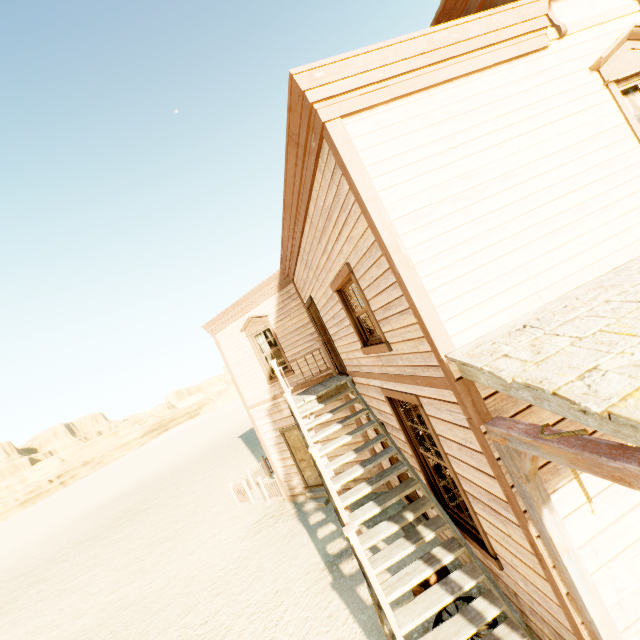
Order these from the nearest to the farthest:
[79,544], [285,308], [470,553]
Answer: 1. [470,553]
2. [285,308]
3. [79,544]

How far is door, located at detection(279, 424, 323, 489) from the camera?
10.56m

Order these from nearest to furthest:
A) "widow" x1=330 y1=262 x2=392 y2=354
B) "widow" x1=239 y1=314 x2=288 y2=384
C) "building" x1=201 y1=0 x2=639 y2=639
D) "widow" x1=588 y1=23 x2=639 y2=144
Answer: "building" x1=201 y1=0 x2=639 y2=639, "widow" x1=588 y1=23 x2=639 y2=144, "widow" x1=330 y1=262 x2=392 y2=354, "widow" x1=239 y1=314 x2=288 y2=384

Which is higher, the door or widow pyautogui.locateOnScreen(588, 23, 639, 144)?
widow pyautogui.locateOnScreen(588, 23, 639, 144)

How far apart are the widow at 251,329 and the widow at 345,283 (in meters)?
4.89

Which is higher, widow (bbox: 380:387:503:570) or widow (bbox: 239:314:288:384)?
widow (bbox: 239:314:288:384)

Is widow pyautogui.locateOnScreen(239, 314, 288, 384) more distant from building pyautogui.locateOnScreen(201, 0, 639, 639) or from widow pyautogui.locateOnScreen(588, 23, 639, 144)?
widow pyautogui.locateOnScreen(588, 23, 639, 144)

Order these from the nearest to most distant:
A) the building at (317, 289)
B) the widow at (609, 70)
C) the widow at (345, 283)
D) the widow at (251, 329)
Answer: Result: the building at (317, 289), the widow at (609, 70), the widow at (345, 283), the widow at (251, 329)
